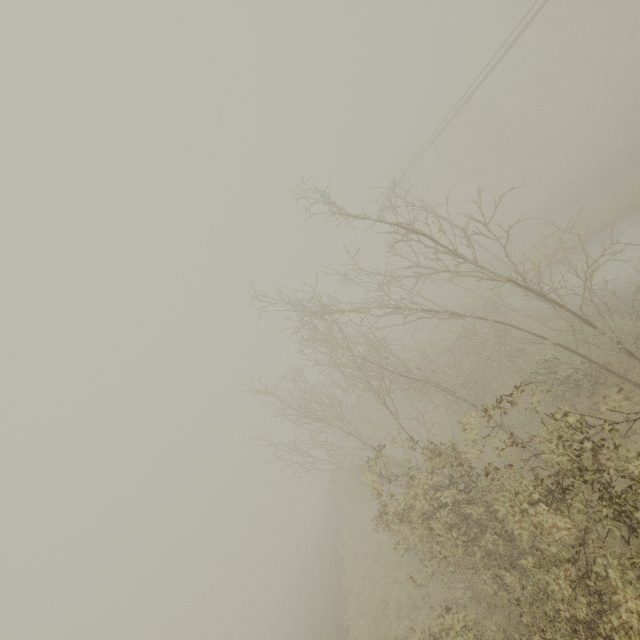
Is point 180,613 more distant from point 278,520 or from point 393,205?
point 393,205
